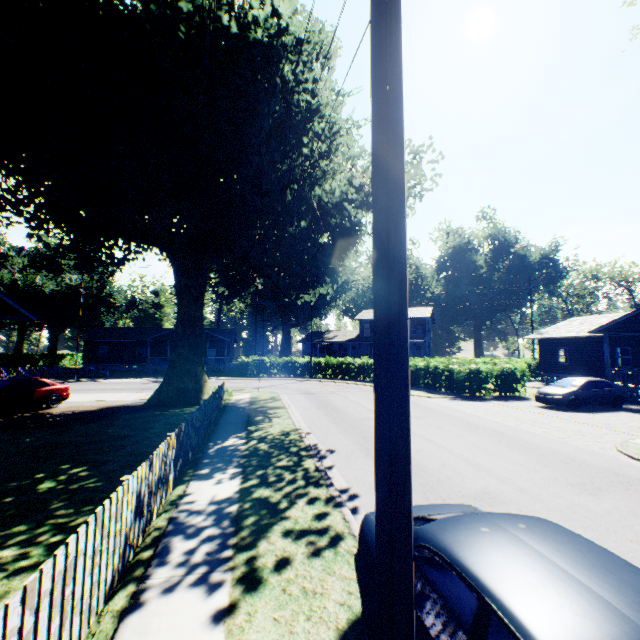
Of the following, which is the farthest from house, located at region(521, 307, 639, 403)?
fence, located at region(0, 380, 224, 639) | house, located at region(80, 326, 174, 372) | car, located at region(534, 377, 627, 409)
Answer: house, located at region(80, 326, 174, 372)

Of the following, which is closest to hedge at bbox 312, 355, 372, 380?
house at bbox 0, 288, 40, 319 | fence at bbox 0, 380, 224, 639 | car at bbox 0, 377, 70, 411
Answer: fence at bbox 0, 380, 224, 639

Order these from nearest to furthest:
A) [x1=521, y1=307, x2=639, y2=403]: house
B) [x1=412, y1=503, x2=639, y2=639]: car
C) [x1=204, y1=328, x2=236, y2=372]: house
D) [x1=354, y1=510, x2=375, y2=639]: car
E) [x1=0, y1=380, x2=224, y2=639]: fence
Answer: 1. [x1=412, y1=503, x2=639, y2=639]: car
2. [x1=0, y1=380, x2=224, y2=639]: fence
3. [x1=354, y1=510, x2=375, y2=639]: car
4. [x1=521, y1=307, x2=639, y2=403]: house
5. [x1=204, y1=328, x2=236, y2=372]: house

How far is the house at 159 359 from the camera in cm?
4349

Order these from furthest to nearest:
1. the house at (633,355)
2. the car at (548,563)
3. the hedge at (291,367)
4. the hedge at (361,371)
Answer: the hedge at (291,367)
the hedge at (361,371)
the house at (633,355)
the car at (548,563)

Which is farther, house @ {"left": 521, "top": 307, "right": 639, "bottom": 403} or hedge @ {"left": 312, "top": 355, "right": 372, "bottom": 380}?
hedge @ {"left": 312, "top": 355, "right": 372, "bottom": 380}

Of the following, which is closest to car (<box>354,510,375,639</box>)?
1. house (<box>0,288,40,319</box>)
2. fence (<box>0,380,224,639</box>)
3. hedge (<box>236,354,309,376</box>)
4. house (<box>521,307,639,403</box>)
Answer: fence (<box>0,380,224,639</box>)

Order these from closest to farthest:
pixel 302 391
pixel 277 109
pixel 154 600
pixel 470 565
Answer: pixel 470 565 → pixel 154 600 → pixel 277 109 → pixel 302 391
